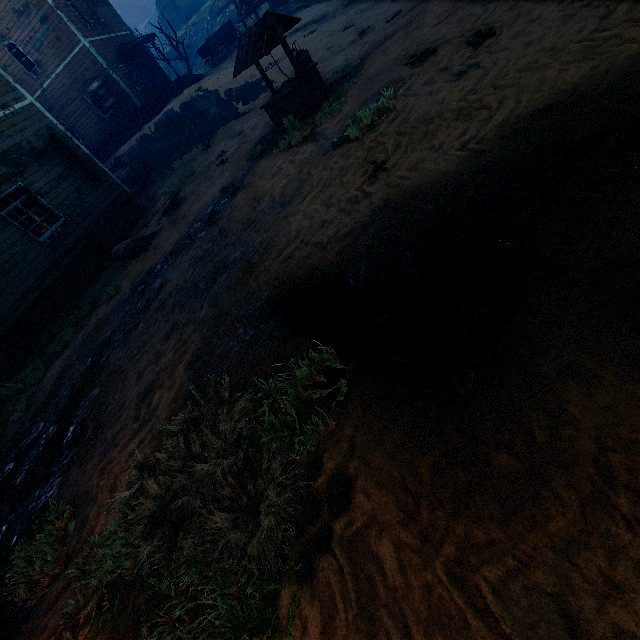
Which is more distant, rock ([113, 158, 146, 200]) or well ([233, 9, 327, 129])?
rock ([113, 158, 146, 200])

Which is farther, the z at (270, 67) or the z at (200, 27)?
the z at (200, 27)

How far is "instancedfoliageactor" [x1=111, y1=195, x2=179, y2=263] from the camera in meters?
10.3 m

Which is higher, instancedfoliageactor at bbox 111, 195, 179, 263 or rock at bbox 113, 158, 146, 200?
rock at bbox 113, 158, 146, 200

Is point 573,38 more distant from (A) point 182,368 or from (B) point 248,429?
(A) point 182,368

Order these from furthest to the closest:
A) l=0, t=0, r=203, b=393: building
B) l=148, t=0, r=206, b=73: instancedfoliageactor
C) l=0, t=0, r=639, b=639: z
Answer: l=148, t=0, r=206, b=73: instancedfoliageactor, l=0, t=0, r=203, b=393: building, l=0, t=0, r=639, b=639: z

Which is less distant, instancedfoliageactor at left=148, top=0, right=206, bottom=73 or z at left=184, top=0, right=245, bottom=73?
instancedfoliageactor at left=148, top=0, right=206, bottom=73

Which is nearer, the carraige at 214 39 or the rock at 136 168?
the rock at 136 168
